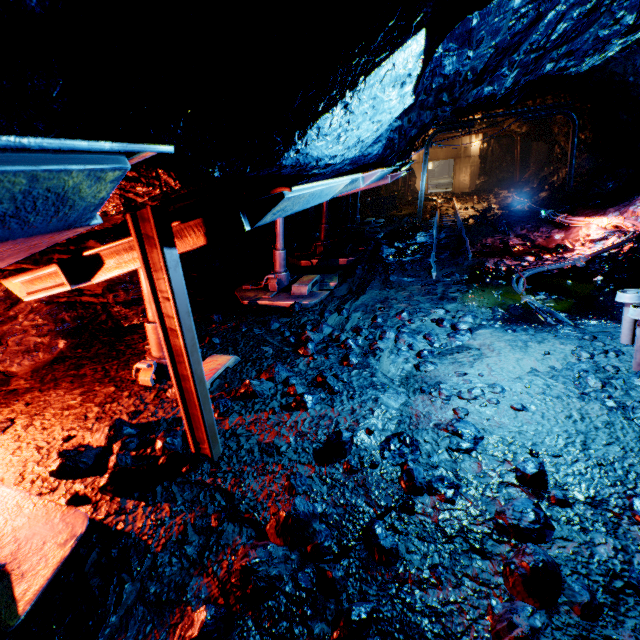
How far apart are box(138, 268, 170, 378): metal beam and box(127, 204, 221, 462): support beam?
1.4m

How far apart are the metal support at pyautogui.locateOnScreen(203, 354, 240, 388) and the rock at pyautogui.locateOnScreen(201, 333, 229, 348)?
0.3m

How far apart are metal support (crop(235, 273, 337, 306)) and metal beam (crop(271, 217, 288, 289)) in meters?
0.0 m

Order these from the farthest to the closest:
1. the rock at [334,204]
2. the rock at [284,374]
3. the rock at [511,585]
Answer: the rock at [334,204], the rock at [284,374], the rock at [511,585]

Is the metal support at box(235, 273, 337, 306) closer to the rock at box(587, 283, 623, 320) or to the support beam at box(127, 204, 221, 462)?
the rock at box(587, 283, 623, 320)

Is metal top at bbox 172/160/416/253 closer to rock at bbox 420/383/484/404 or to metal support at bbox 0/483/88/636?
rock at bbox 420/383/484/404

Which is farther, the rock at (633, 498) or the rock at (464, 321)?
the rock at (464, 321)

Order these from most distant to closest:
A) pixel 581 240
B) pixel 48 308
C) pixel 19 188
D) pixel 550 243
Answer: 1. pixel 550 243
2. pixel 581 240
3. pixel 48 308
4. pixel 19 188
